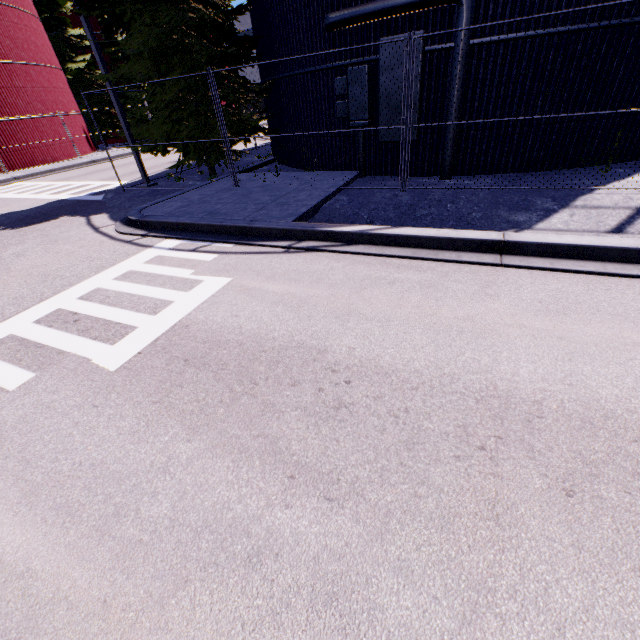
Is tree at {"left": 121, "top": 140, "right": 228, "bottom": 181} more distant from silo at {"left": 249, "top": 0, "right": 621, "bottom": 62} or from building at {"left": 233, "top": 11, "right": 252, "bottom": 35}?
building at {"left": 233, "top": 11, "right": 252, "bottom": 35}

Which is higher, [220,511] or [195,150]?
[195,150]

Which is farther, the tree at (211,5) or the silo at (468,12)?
the tree at (211,5)

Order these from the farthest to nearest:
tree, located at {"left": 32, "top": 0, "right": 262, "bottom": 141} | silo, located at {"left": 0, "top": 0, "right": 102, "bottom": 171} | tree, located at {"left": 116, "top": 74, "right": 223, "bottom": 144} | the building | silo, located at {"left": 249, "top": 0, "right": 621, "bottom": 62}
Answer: the building
silo, located at {"left": 0, "top": 0, "right": 102, "bottom": 171}
tree, located at {"left": 116, "top": 74, "right": 223, "bottom": 144}
tree, located at {"left": 32, "top": 0, "right": 262, "bottom": 141}
silo, located at {"left": 249, "top": 0, "right": 621, "bottom": 62}

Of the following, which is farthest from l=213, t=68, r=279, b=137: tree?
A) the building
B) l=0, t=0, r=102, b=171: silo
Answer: the building

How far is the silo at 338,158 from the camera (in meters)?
9.59
